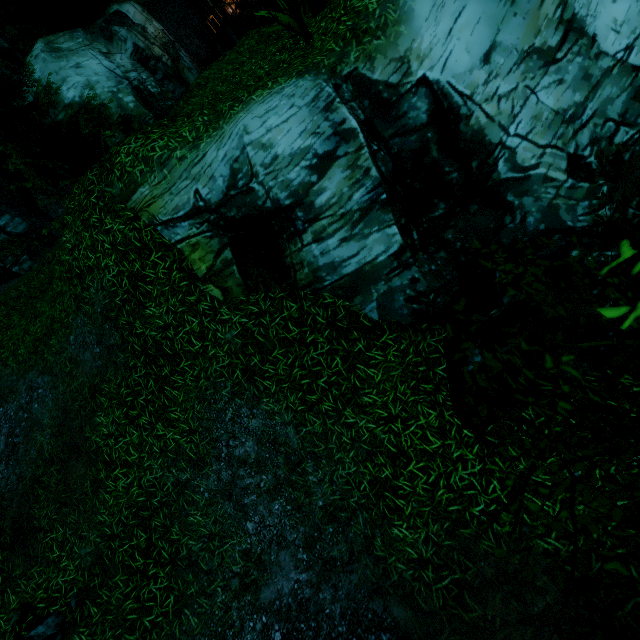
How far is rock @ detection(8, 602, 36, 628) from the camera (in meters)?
5.82

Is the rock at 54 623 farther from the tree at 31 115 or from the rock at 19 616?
the tree at 31 115

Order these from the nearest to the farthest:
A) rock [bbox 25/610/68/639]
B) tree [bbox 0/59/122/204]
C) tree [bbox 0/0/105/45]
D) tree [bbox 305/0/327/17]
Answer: rock [bbox 25/610/68/639]
tree [bbox 305/0/327/17]
tree [bbox 0/59/122/204]
tree [bbox 0/0/105/45]

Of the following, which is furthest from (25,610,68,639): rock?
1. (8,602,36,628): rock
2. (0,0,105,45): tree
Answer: (0,0,105,45): tree

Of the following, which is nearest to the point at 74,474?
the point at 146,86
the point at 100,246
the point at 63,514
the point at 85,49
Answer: the point at 63,514

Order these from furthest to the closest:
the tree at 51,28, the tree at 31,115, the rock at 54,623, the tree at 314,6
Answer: the tree at 51,28 < the tree at 31,115 < the tree at 314,6 < the rock at 54,623

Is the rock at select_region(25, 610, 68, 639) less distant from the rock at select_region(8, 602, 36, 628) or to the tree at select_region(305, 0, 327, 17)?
the rock at select_region(8, 602, 36, 628)
